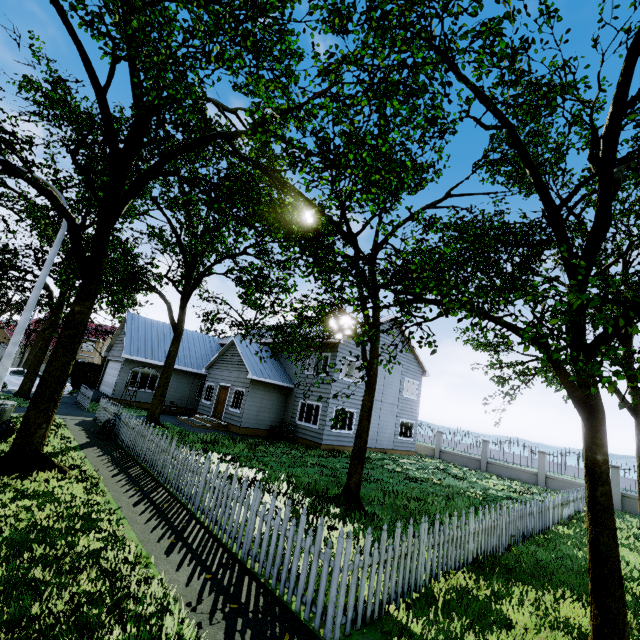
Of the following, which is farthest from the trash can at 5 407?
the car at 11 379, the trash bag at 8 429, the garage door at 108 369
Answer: the car at 11 379

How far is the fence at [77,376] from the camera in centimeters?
1831cm

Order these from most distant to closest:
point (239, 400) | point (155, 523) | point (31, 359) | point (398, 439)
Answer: point (31, 359)
point (398, 439)
point (239, 400)
point (155, 523)

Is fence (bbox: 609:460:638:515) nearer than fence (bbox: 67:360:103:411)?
Yes

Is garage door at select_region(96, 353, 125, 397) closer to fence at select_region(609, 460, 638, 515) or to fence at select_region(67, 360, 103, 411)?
fence at select_region(67, 360, 103, 411)

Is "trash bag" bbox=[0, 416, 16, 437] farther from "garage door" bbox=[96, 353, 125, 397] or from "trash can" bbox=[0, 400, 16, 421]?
"garage door" bbox=[96, 353, 125, 397]

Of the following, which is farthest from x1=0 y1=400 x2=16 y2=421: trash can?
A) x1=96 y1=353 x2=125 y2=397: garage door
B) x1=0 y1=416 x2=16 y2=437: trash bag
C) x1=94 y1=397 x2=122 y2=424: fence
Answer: x1=96 y1=353 x2=125 y2=397: garage door

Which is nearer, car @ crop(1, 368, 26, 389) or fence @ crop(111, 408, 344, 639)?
fence @ crop(111, 408, 344, 639)
